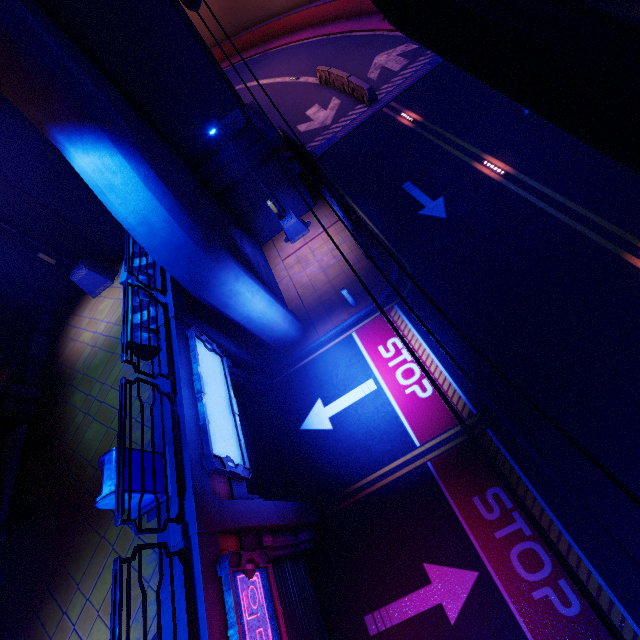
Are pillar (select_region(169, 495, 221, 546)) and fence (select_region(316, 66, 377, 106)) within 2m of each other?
no

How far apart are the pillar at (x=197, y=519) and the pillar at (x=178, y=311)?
4.6m

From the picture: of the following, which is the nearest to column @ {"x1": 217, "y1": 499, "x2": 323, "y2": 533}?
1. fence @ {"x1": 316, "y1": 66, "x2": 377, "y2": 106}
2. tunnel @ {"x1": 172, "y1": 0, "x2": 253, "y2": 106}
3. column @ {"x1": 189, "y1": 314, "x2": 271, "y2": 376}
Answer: column @ {"x1": 189, "y1": 314, "x2": 271, "y2": 376}

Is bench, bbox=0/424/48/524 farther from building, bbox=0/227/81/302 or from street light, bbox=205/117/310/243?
street light, bbox=205/117/310/243

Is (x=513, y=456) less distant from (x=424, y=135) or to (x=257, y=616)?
(x=257, y=616)

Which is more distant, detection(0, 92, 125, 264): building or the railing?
detection(0, 92, 125, 264): building

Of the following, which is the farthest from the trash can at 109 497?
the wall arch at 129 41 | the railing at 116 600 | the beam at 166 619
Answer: the wall arch at 129 41

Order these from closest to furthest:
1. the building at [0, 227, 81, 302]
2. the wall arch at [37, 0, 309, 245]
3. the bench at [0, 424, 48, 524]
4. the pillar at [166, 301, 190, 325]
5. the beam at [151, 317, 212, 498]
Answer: the beam at [151, 317, 212, 498] → the bench at [0, 424, 48, 524] → the pillar at [166, 301, 190, 325] → the wall arch at [37, 0, 309, 245] → the building at [0, 227, 81, 302]
